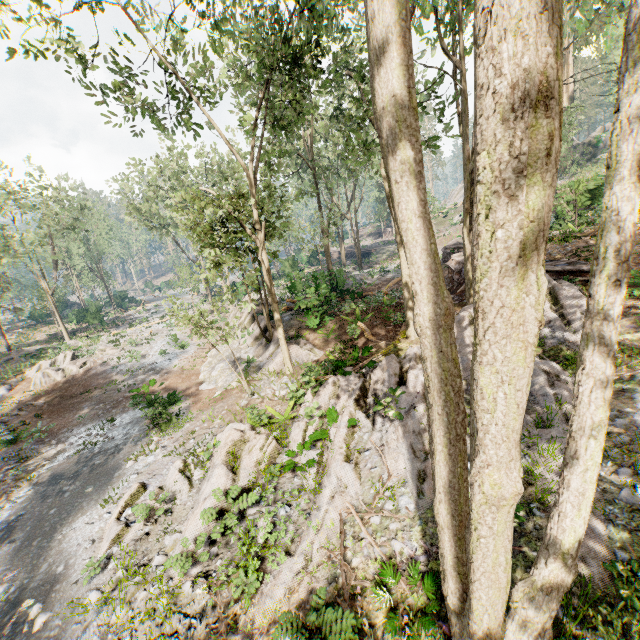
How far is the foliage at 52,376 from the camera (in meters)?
25.14

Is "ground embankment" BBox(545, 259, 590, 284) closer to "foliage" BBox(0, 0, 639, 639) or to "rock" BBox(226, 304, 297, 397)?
"foliage" BBox(0, 0, 639, 639)

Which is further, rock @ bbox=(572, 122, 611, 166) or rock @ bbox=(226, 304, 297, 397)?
rock @ bbox=(572, 122, 611, 166)

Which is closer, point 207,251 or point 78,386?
point 207,251

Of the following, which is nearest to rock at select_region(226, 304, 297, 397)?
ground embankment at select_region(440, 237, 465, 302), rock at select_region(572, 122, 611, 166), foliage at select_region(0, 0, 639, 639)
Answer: foliage at select_region(0, 0, 639, 639)

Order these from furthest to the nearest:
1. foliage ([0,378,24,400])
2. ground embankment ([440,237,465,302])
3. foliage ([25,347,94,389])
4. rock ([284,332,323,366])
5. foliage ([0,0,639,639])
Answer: foliage ([25,347,94,389]) → foliage ([0,378,24,400]) → ground embankment ([440,237,465,302]) → rock ([284,332,323,366]) → foliage ([0,0,639,639])

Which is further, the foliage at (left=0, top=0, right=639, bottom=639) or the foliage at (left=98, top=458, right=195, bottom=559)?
the foliage at (left=98, top=458, right=195, bottom=559)

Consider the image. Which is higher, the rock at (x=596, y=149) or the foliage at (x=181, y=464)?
the rock at (x=596, y=149)
